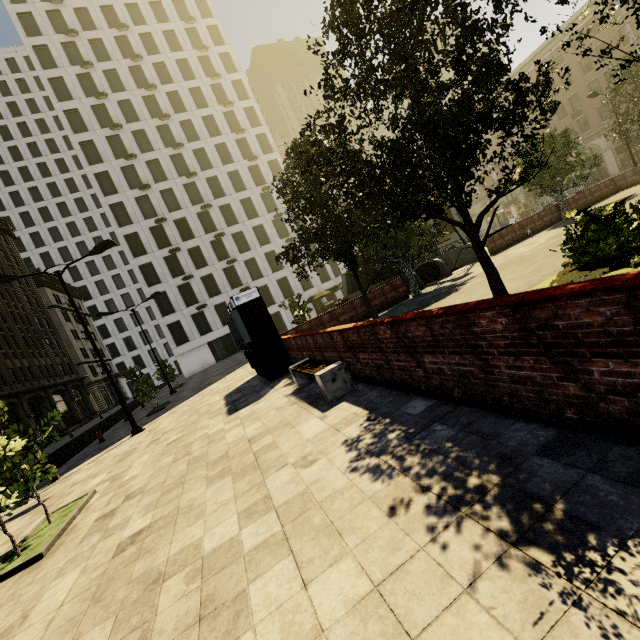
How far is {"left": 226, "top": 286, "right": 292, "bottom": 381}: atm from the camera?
11.3 meters

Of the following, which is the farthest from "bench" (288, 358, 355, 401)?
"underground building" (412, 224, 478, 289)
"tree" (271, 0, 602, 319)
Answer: "underground building" (412, 224, 478, 289)

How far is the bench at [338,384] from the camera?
6.3m

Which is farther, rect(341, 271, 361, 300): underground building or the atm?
rect(341, 271, 361, 300): underground building

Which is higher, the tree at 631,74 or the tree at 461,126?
the tree at 631,74

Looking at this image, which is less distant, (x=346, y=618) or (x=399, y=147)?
(x=346, y=618)

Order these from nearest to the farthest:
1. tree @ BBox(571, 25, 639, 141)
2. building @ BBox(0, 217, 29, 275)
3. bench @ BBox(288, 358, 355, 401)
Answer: tree @ BBox(571, 25, 639, 141), bench @ BBox(288, 358, 355, 401), building @ BBox(0, 217, 29, 275)

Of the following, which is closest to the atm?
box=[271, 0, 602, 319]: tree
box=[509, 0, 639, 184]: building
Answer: box=[271, 0, 602, 319]: tree
